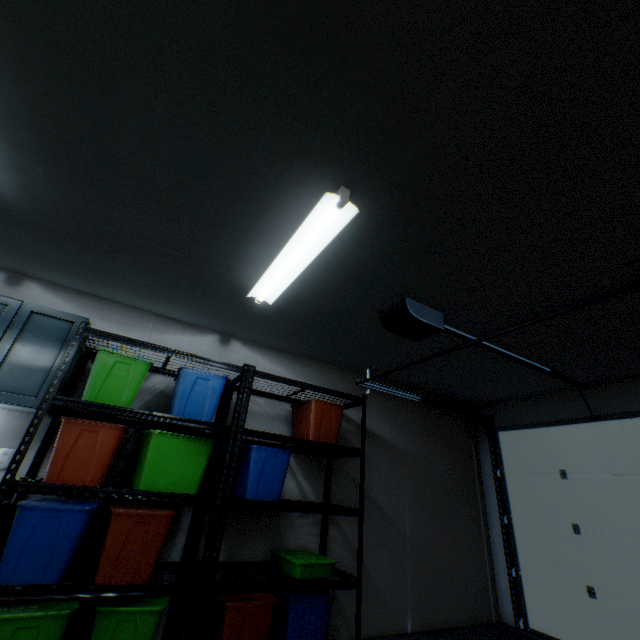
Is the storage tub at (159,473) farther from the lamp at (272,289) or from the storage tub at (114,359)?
the lamp at (272,289)

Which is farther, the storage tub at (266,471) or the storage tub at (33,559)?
the storage tub at (266,471)

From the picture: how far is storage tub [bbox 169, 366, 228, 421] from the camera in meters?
2.3

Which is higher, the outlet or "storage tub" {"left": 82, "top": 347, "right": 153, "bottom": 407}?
"storage tub" {"left": 82, "top": 347, "right": 153, "bottom": 407}

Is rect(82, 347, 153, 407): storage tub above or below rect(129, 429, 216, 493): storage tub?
above

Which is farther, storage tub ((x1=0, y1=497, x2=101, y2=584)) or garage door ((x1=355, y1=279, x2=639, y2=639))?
garage door ((x1=355, y1=279, x2=639, y2=639))

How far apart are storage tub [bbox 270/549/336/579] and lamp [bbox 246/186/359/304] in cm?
191

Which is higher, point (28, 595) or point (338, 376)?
point (338, 376)
